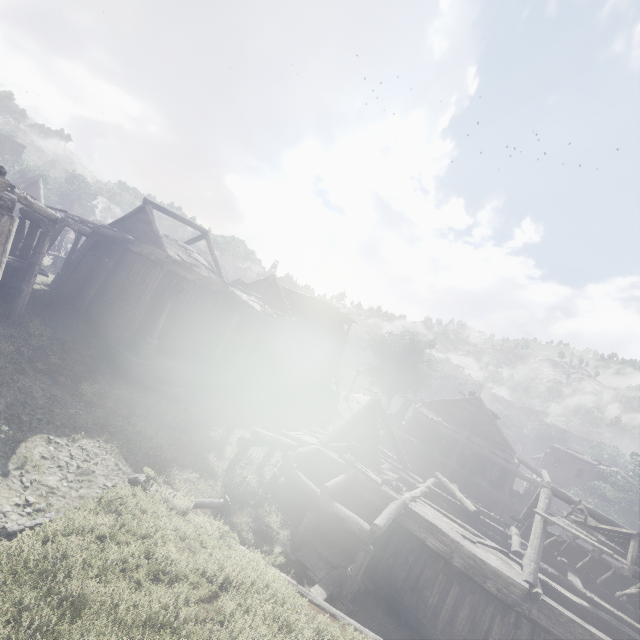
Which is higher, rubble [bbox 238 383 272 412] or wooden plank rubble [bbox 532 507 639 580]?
wooden plank rubble [bbox 532 507 639 580]

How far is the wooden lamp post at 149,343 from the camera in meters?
17.8 m

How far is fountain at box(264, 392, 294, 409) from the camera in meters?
26.2

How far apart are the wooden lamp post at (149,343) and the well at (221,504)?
10.1m

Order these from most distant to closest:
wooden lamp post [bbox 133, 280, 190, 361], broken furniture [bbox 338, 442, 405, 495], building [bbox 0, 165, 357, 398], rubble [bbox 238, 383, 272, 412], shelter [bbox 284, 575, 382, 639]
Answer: rubble [bbox 238, 383, 272, 412] → wooden lamp post [bbox 133, 280, 190, 361] → building [bbox 0, 165, 357, 398] → broken furniture [bbox 338, 442, 405, 495] → shelter [bbox 284, 575, 382, 639]

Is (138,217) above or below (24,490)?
above

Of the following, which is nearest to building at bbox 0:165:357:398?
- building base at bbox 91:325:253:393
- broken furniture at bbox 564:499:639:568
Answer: building base at bbox 91:325:253:393

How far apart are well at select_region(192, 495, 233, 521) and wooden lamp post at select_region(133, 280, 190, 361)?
10.1m
